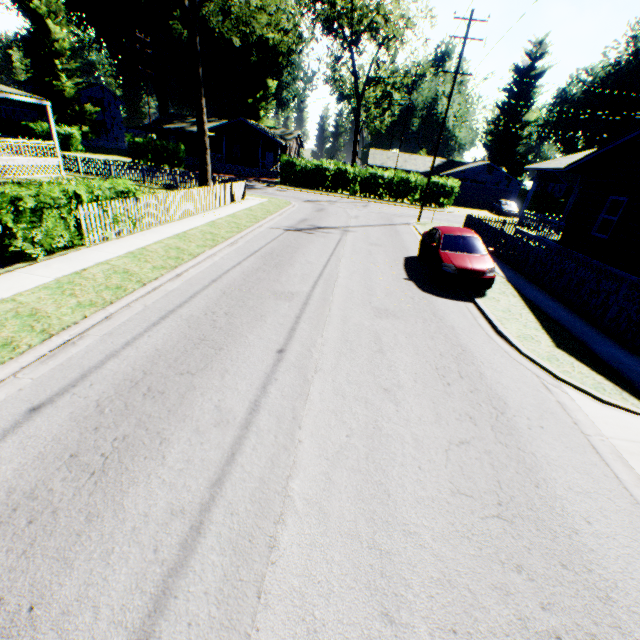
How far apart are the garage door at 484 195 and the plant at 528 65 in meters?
20.1

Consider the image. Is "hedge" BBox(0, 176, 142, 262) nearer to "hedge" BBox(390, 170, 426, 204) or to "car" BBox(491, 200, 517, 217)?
"hedge" BBox(390, 170, 426, 204)

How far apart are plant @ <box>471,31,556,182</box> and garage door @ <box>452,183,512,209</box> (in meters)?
20.14

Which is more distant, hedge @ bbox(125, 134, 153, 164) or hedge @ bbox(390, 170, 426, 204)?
hedge @ bbox(125, 134, 153, 164)

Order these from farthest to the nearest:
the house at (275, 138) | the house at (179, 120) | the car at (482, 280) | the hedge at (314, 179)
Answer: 1. the house at (179, 120)
2. the house at (275, 138)
3. the hedge at (314, 179)
4. the car at (482, 280)

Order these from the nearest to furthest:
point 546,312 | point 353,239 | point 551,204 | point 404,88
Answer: point 546,312 < point 353,239 < point 551,204 < point 404,88

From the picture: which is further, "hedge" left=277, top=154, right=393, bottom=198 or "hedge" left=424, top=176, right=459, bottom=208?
"hedge" left=277, top=154, right=393, bottom=198

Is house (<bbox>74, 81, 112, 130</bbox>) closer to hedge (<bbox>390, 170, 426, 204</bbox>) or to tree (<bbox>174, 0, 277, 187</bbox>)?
hedge (<bbox>390, 170, 426, 204</bbox>)
